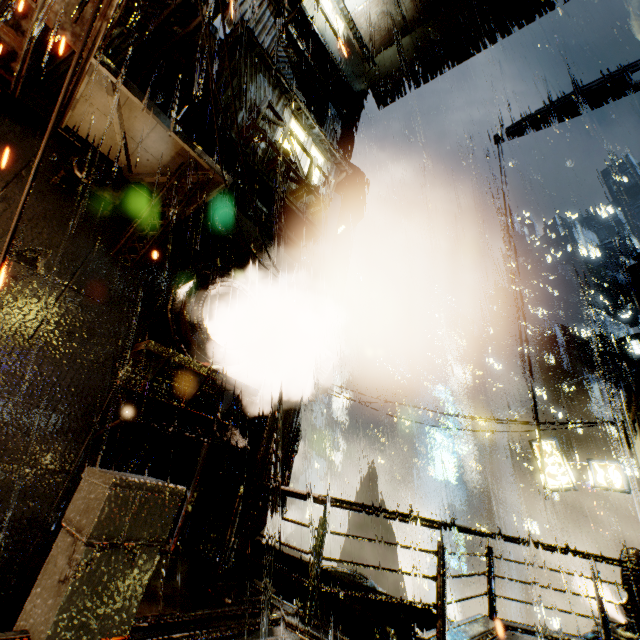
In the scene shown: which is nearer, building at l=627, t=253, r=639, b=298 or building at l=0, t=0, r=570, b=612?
building at l=0, t=0, r=570, b=612

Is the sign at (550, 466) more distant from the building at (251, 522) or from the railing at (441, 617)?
the railing at (441, 617)

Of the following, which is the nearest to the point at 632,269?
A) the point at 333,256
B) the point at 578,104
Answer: the point at 578,104

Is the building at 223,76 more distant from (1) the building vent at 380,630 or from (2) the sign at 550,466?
(2) the sign at 550,466

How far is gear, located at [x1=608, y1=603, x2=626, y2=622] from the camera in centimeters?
1895cm

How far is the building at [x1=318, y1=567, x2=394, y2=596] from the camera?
7.9m

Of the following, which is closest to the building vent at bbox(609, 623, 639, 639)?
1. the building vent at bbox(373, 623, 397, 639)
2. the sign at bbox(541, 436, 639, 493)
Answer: the building vent at bbox(373, 623, 397, 639)
